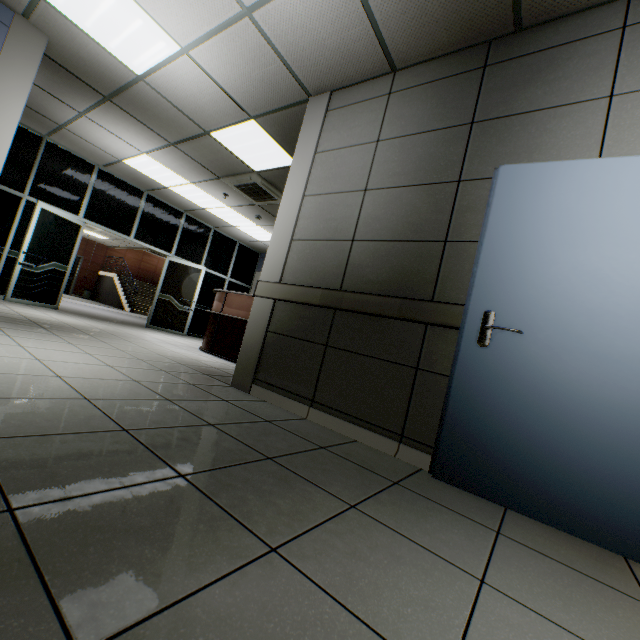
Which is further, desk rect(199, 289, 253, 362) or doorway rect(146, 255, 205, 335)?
doorway rect(146, 255, 205, 335)

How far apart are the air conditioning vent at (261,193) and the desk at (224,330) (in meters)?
2.03

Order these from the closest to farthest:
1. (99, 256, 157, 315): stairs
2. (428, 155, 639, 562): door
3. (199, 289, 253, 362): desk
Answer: (428, 155, 639, 562): door → (199, 289, 253, 362): desk → (99, 256, 157, 315): stairs

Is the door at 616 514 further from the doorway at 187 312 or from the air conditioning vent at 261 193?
the doorway at 187 312

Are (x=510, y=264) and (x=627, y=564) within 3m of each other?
yes

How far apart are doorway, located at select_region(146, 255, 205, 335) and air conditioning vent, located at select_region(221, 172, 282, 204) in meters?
2.8 m

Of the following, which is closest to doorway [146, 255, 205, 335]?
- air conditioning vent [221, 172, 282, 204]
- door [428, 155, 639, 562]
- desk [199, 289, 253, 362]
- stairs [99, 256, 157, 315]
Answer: desk [199, 289, 253, 362]

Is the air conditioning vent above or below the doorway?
above
